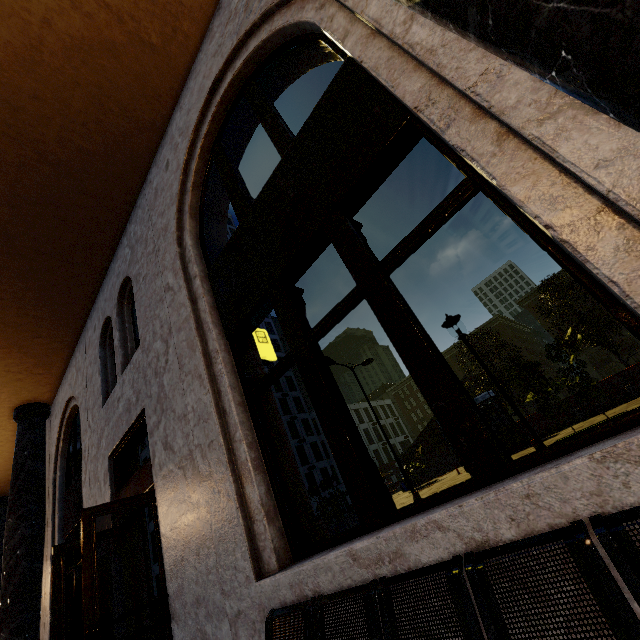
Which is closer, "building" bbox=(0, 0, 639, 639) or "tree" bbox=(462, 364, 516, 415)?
"building" bbox=(0, 0, 639, 639)

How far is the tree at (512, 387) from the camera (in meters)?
11.55

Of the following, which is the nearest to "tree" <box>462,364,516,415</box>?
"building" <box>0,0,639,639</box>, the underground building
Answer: the underground building

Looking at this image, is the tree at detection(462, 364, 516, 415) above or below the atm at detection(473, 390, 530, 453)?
above

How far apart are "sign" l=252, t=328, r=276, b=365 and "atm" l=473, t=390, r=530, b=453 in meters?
17.4

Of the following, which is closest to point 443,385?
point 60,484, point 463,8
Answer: point 463,8

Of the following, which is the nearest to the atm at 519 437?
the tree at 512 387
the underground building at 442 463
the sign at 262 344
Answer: the tree at 512 387

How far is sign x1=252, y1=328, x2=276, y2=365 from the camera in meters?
4.6 m
